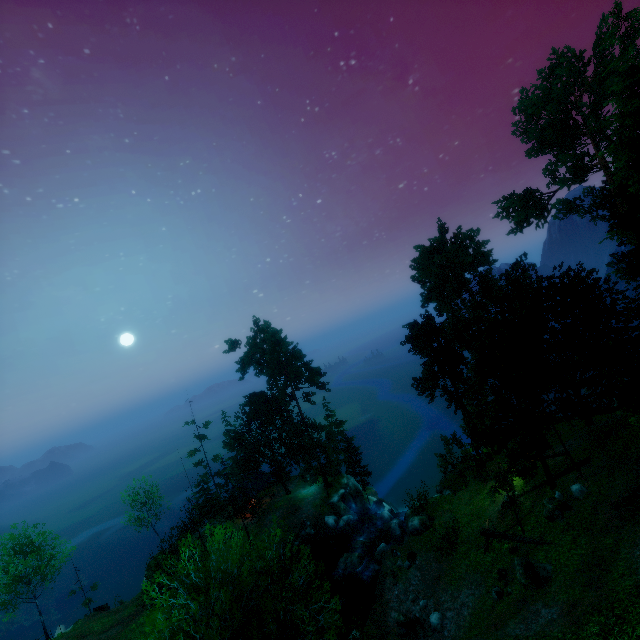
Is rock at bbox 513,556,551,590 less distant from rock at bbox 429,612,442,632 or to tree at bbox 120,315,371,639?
tree at bbox 120,315,371,639

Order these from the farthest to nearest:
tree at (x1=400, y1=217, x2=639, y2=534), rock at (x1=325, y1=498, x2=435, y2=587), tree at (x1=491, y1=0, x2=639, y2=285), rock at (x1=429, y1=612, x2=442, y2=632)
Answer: rock at (x1=325, y1=498, x2=435, y2=587) < tree at (x1=400, y1=217, x2=639, y2=534) < rock at (x1=429, y1=612, x2=442, y2=632) < tree at (x1=491, y1=0, x2=639, y2=285)

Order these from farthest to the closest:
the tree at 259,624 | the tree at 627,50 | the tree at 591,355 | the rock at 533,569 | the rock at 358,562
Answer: the rock at 358,562 → the tree at 591,355 → the tree at 627,50 → the rock at 533,569 → the tree at 259,624

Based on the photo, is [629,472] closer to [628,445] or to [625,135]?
[628,445]

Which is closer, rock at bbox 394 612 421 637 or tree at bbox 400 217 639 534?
rock at bbox 394 612 421 637

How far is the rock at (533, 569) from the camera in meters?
16.8

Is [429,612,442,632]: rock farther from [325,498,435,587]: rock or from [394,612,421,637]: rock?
[325,498,435,587]: rock

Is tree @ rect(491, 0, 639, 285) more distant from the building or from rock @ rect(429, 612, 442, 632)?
rock @ rect(429, 612, 442, 632)
